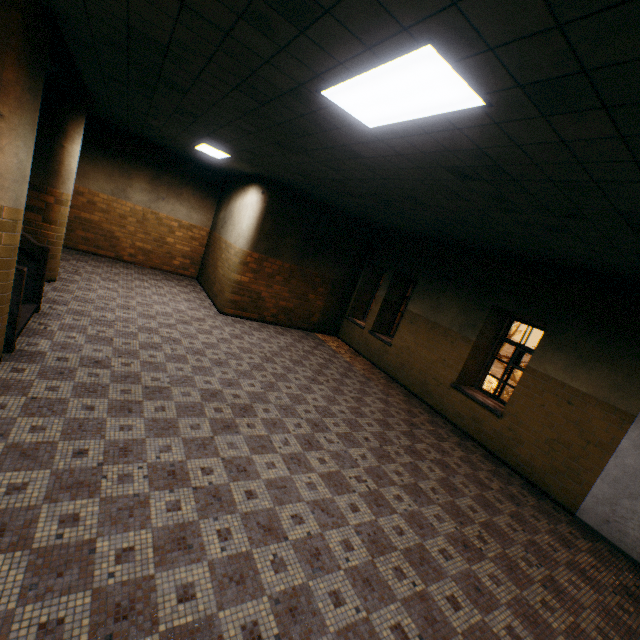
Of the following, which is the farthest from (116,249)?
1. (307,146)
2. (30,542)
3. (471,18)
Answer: (471,18)

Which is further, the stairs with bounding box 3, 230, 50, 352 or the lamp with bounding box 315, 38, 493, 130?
the stairs with bounding box 3, 230, 50, 352

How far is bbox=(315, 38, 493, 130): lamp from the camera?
1.94m

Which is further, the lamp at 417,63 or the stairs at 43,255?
the stairs at 43,255

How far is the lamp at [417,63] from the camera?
1.9 meters

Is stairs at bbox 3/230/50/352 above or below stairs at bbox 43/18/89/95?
below

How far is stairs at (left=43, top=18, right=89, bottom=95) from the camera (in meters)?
3.96
